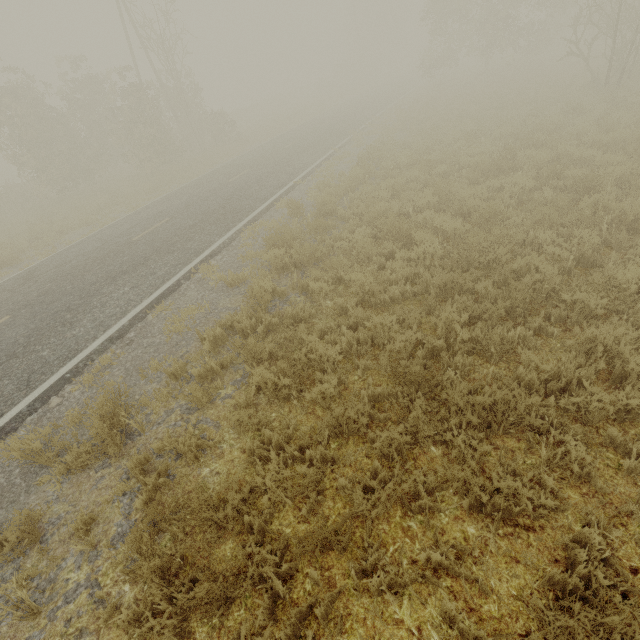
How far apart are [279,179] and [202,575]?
13.6m
